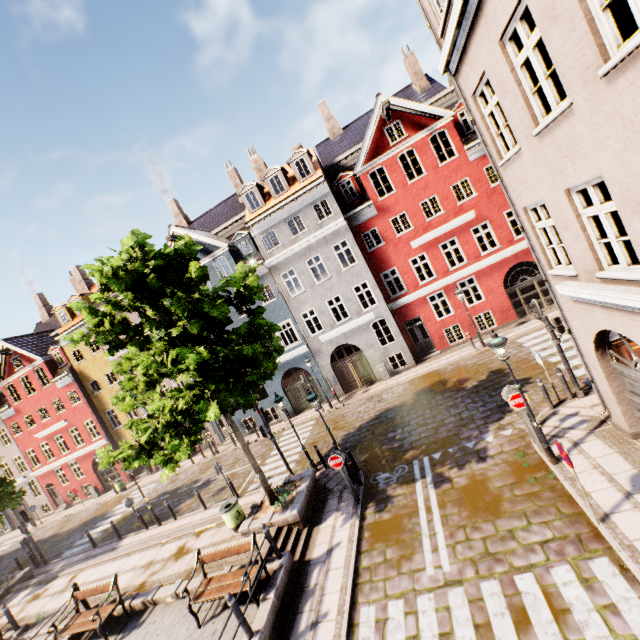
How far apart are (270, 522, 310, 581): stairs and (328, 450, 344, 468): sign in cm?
211

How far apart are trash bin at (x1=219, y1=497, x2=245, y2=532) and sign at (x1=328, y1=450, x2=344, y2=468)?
4.1m

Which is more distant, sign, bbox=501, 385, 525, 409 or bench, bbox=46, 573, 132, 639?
bench, bbox=46, 573, 132, 639

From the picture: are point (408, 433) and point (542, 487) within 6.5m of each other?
yes

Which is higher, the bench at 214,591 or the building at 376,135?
the building at 376,135

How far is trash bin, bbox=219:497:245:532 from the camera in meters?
11.6

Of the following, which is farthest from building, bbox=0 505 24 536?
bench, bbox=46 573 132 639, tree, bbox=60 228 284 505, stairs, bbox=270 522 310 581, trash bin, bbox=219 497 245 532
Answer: bench, bbox=46 573 132 639

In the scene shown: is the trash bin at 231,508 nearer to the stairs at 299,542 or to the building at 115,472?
the stairs at 299,542
